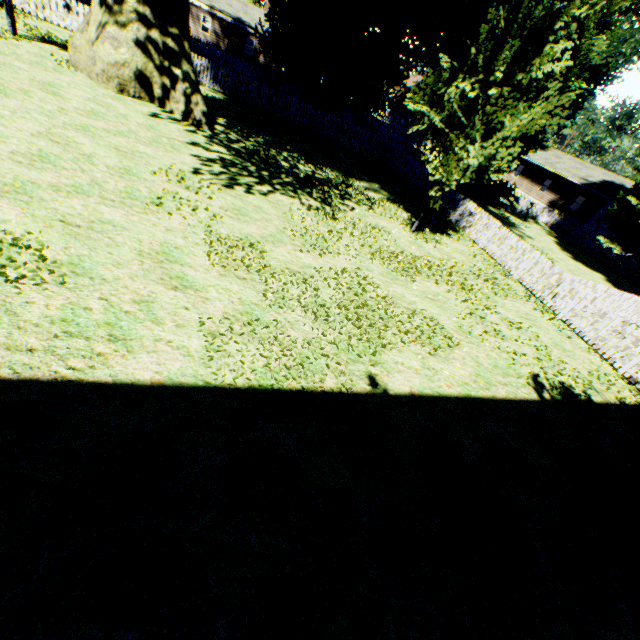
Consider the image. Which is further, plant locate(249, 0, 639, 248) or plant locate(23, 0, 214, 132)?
plant locate(23, 0, 214, 132)

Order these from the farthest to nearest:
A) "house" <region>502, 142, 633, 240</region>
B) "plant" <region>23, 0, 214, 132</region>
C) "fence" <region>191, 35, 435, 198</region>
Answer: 1. "house" <region>502, 142, 633, 240</region>
2. "fence" <region>191, 35, 435, 198</region>
3. "plant" <region>23, 0, 214, 132</region>

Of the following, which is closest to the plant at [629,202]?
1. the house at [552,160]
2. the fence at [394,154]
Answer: the fence at [394,154]

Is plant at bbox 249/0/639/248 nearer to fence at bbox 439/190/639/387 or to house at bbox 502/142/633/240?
fence at bbox 439/190/639/387

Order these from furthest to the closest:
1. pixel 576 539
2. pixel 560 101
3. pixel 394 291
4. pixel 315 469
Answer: pixel 560 101, pixel 394 291, pixel 576 539, pixel 315 469

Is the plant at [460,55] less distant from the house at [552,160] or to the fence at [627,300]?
the fence at [627,300]

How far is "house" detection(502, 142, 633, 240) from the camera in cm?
3394
